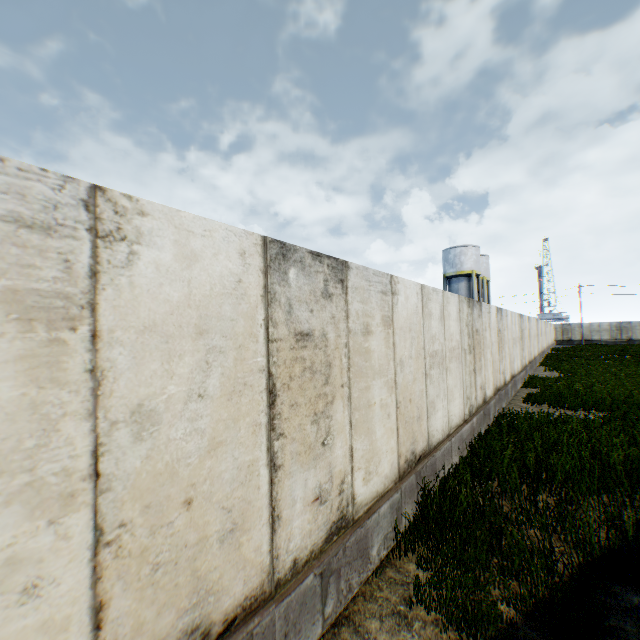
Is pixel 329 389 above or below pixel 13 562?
above

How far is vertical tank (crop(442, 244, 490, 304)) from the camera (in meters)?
36.28

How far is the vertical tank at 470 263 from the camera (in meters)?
36.28
